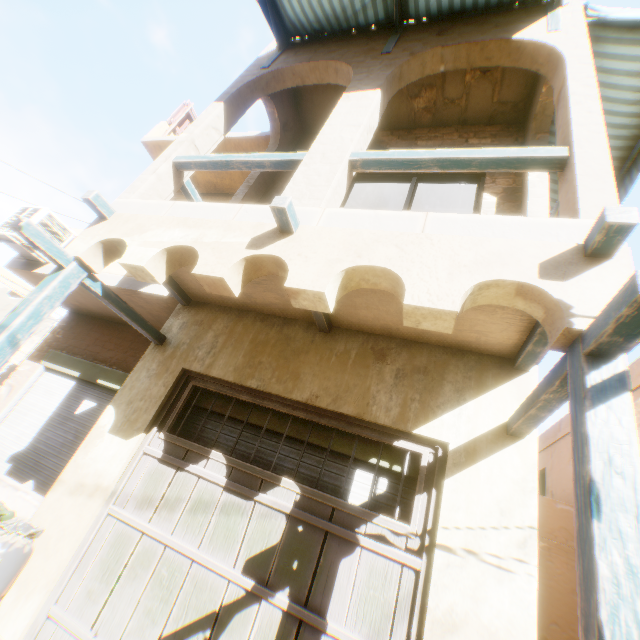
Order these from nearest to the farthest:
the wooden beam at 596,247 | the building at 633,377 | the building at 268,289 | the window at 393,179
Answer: the wooden beam at 596,247 → the building at 268,289 → the window at 393,179 → the building at 633,377

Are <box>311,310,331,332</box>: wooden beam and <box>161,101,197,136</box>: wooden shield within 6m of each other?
no

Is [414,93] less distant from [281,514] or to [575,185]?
[575,185]

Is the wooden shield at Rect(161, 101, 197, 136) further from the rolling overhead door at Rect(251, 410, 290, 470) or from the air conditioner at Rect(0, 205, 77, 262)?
the rolling overhead door at Rect(251, 410, 290, 470)

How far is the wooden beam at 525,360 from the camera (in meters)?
2.76

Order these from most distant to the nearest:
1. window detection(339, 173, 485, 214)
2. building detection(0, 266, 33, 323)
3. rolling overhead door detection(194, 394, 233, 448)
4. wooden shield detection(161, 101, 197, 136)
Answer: building detection(0, 266, 33, 323) < wooden shield detection(161, 101, 197, 136) < window detection(339, 173, 485, 214) < rolling overhead door detection(194, 394, 233, 448)

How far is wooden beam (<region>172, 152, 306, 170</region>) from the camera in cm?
358

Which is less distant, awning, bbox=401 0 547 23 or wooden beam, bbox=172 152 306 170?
wooden beam, bbox=172 152 306 170
